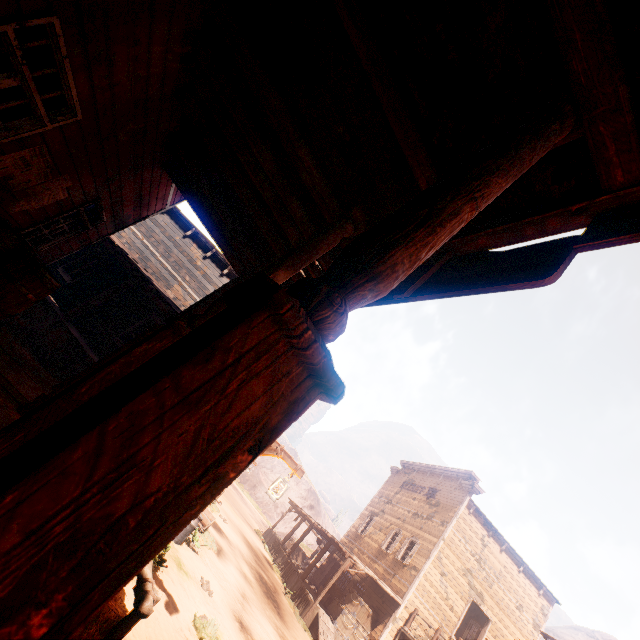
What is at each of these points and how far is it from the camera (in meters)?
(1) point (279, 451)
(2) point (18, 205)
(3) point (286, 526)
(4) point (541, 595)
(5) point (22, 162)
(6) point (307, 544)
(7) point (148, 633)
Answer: (1) light pole, 5.78
(2) poster, 4.70
(3) z, 52.97
(4) building, 19.62
(5) poster, 3.87
(6) z, 53.31
(7) z, 4.66

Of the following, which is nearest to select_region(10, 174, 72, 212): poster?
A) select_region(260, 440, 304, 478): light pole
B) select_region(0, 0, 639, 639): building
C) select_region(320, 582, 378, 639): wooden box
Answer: select_region(0, 0, 639, 639): building

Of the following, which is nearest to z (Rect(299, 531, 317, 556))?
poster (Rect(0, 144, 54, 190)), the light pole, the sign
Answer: the light pole

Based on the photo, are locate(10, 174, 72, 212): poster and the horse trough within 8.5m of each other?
no

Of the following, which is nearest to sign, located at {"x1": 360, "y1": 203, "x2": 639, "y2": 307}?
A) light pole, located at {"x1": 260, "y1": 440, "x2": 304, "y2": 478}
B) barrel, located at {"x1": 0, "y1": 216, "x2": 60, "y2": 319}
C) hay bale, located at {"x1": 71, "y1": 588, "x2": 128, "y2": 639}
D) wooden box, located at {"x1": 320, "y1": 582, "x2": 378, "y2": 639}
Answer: light pole, located at {"x1": 260, "y1": 440, "x2": 304, "y2": 478}

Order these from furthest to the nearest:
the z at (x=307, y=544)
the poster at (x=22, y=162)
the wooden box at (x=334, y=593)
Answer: the z at (x=307, y=544) → the wooden box at (x=334, y=593) → the poster at (x=22, y=162)

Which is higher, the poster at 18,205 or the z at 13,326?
the poster at 18,205

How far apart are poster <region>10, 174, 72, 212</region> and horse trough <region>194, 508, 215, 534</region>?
10.01m
